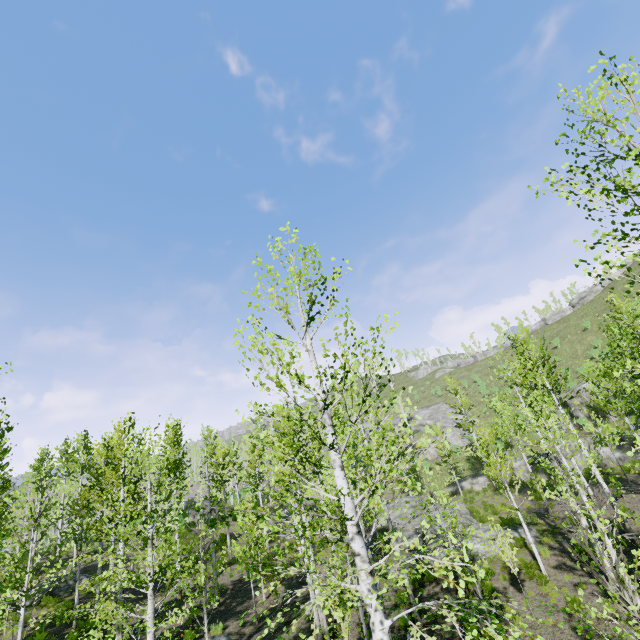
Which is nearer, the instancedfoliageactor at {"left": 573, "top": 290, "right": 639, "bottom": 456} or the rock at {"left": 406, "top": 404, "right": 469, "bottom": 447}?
the instancedfoliageactor at {"left": 573, "top": 290, "right": 639, "bottom": 456}

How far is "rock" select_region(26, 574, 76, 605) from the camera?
17.9 meters

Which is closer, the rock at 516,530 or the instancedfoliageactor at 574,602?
the instancedfoliageactor at 574,602

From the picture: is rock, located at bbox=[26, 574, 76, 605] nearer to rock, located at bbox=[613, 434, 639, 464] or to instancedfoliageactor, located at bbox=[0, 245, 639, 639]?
instancedfoliageactor, located at bbox=[0, 245, 639, 639]

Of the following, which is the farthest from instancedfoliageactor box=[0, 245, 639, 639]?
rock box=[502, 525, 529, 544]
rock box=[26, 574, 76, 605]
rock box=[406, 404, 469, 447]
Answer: rock box=[406, 404, 469, 447]

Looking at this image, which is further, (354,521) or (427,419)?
(427,419)

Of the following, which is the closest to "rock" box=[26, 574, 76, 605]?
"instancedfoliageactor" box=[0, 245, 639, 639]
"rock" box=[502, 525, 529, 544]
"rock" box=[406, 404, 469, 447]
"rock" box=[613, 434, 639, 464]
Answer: "instancedfoliageactor" box=[0, 245, 639, 639]

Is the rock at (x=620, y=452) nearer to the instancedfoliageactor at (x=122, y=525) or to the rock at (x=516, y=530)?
the instancedfoliageactor at (x=122, y=525)
